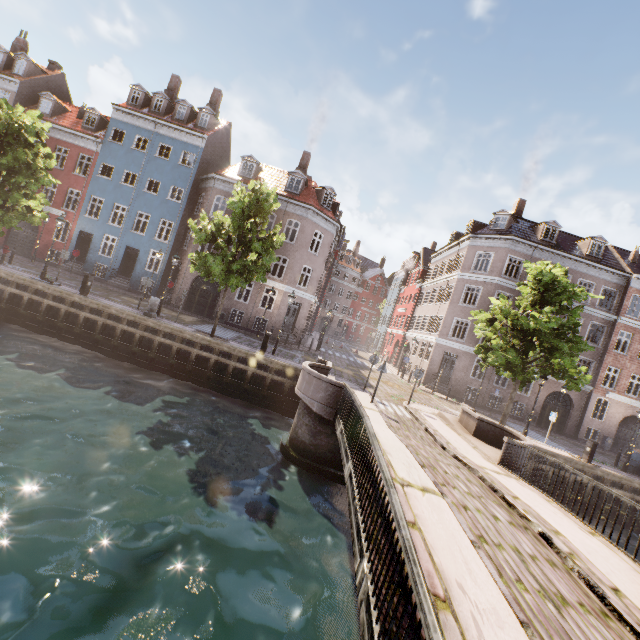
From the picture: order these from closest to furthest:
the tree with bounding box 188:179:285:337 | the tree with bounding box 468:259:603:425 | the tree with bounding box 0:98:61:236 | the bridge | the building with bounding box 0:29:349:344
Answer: the bridge, the tree with bounding box 468:259:603:425, the tree with bounding box 188:179:285:337, the tree with bounding box 0:98:61:236, the building with bounding box 0:29:349:344

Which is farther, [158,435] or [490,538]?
[158,435]

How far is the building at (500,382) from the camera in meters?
26.1

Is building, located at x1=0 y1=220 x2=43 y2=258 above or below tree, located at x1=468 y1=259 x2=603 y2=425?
below

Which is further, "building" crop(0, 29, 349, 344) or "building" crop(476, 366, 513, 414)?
"building" crop(476, 366, 513, 414)

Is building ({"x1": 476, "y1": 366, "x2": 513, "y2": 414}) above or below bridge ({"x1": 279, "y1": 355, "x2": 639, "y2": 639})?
above

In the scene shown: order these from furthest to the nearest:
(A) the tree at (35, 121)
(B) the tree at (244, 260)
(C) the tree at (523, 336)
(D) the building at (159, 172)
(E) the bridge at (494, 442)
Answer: (D) the building at (159, 172), (A) the tree at (35, 121), (B) the tree at (244, 260), (C) the tree at (523, 336), (E) the bridge at (494, 442)

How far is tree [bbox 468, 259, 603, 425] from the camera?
15.22m
